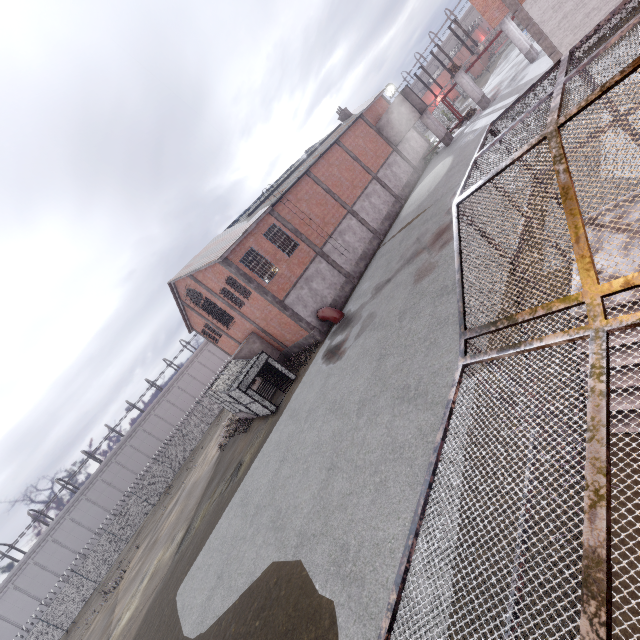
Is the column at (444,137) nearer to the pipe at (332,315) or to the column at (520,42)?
the column at (520,42)

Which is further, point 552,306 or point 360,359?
point 360,359

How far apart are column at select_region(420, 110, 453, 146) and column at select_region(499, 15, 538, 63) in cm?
813

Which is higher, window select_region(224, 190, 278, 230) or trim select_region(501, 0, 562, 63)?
window select_region(224, 190, 278, 230)

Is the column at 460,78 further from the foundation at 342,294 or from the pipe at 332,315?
the pipe at 332,315

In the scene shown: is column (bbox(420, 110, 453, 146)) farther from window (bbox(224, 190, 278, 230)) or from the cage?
window (bbox(224, 190, 278, 230))

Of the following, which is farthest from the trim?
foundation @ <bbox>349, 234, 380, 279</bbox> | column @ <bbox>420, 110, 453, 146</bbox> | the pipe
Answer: the pipe

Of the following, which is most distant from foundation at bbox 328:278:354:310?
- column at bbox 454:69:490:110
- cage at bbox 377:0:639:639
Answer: column at bbox 454:69:490:110
